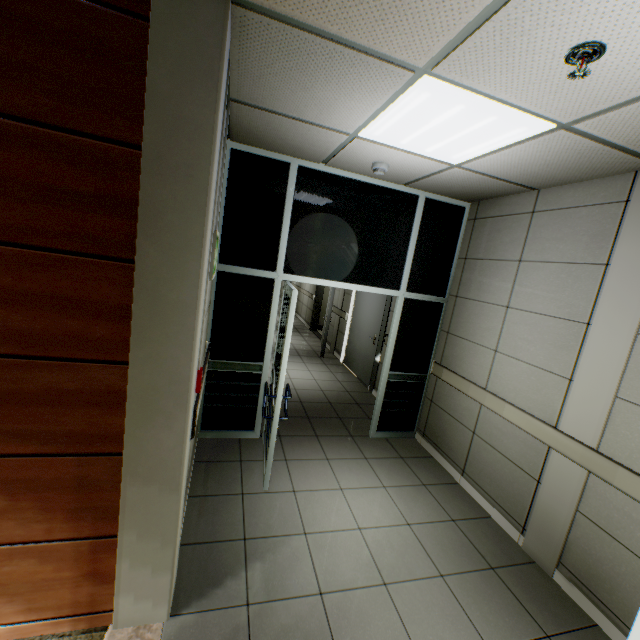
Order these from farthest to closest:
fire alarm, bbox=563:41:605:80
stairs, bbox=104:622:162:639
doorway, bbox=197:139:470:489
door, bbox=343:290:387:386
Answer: door, bbox=343:290:387:386 → doorway, bbox=197:139:470:489 → stairs, bbox=104:622:162:639 → fire alarm, bbox=563:41:605:80

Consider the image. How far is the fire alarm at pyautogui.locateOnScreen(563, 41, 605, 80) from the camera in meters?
1.3 m

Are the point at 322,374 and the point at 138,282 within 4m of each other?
no

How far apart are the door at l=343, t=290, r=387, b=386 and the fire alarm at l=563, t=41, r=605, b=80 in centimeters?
451cm

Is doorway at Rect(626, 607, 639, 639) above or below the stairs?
above

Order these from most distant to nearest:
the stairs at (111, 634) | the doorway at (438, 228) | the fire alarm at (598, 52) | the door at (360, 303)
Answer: the door at (360, 303) → the doorway at (438, 228) → the stairs at (111, 634) → the fire alarm at (598, 52)

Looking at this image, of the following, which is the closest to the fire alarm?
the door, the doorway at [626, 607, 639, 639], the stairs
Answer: the doorway at [626, 607, 639, 639]

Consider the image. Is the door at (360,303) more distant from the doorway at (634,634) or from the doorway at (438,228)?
the doorway at (634,634)
